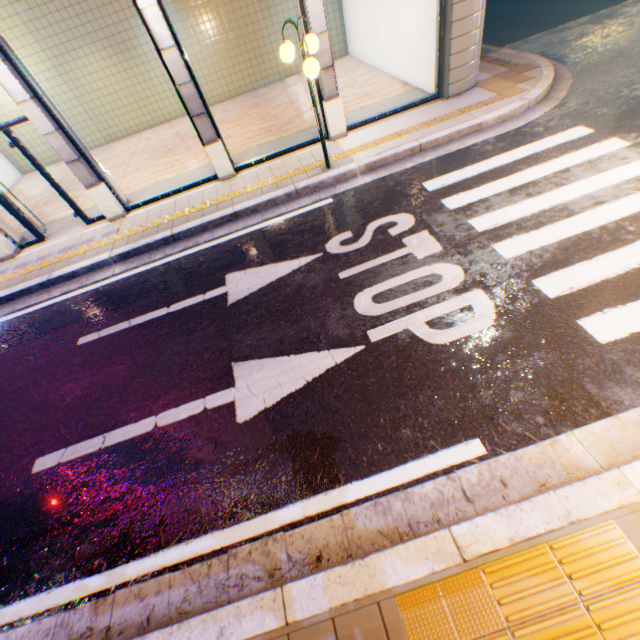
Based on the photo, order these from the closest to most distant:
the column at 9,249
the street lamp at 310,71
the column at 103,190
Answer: the street lamp at 310,71
the column at 103,190
the column at 9,249

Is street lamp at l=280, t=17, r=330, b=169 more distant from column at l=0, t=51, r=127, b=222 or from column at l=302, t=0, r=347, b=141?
column at l=0, t=51, r=127, b=222

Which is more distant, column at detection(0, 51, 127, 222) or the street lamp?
column at detection(0, 51, 127, 222)

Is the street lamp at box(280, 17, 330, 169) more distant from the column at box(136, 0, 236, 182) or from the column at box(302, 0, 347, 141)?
the column at box(136, 0, 236, 182)

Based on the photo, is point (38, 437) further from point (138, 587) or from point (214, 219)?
point (214, 219)

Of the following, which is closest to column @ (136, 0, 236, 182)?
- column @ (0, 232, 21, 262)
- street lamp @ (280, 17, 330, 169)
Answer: street lamp @ (280, 17, 330, 169)

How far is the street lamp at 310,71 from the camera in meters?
5.2
